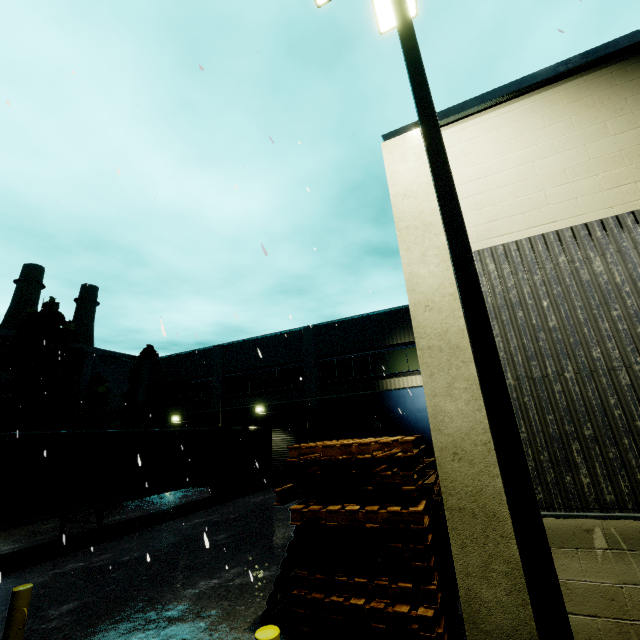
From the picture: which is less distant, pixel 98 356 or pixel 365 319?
pixel 365 319

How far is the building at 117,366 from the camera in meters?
41.6 m

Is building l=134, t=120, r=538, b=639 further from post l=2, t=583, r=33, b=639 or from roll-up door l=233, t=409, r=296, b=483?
post l=2, t=583, r=33, b=639

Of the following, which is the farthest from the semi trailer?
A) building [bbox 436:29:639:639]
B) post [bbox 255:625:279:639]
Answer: post [bbox 255:625:279:639]

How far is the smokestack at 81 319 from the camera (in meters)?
48.28

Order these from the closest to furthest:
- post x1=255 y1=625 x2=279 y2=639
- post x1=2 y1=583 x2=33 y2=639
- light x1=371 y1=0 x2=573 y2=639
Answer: light x1=371 y1=0 x2=573 y2=639 < post x1=255 y1=625 x2=279 y2=639 < post x1=2 y1=583 x2=33 y2=639

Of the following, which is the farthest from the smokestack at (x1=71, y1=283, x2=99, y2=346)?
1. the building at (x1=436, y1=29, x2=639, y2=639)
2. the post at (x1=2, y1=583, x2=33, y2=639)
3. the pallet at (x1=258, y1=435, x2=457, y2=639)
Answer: the post at (x1=2, y1=583, x2=33, y2=639)

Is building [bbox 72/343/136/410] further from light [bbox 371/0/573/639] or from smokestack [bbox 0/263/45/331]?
light [bbox 371/0/573/639]
